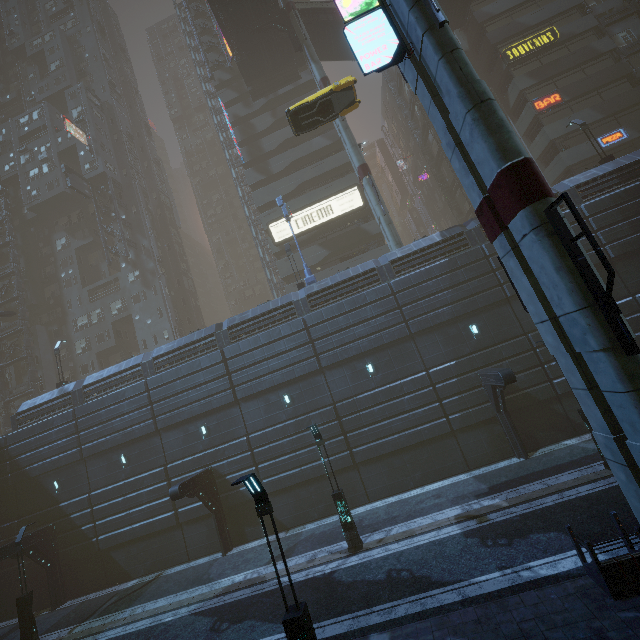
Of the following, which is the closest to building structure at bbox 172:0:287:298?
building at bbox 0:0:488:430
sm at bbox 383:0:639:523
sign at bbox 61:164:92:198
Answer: building at bbox 0:0:488:430

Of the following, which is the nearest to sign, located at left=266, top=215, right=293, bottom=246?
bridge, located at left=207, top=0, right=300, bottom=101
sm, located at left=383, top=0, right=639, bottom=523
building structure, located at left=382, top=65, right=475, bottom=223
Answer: sm, located at left=383, top=0, right=639, bottom=523

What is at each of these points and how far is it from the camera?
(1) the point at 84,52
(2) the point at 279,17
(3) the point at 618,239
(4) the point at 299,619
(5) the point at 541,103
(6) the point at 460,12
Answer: (1) building, 48.9 meters
(2) building structure, 29.8 meters
(3) building, 18.5 meters
(4) street light, 7.0 meters
(5) sign, 30.2 meters
(6) bridge, 32.5 meters

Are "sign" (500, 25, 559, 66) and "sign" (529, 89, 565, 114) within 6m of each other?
yes

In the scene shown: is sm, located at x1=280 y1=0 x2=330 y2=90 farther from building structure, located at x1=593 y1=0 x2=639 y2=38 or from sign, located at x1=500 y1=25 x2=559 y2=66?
building structure, located at x1=593 y1=0 x2=639 y2=38

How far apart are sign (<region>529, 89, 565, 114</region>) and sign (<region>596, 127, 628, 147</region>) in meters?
4.4

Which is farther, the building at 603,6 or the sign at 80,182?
the sign at 80,182

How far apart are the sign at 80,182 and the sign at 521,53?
48.3 meters
